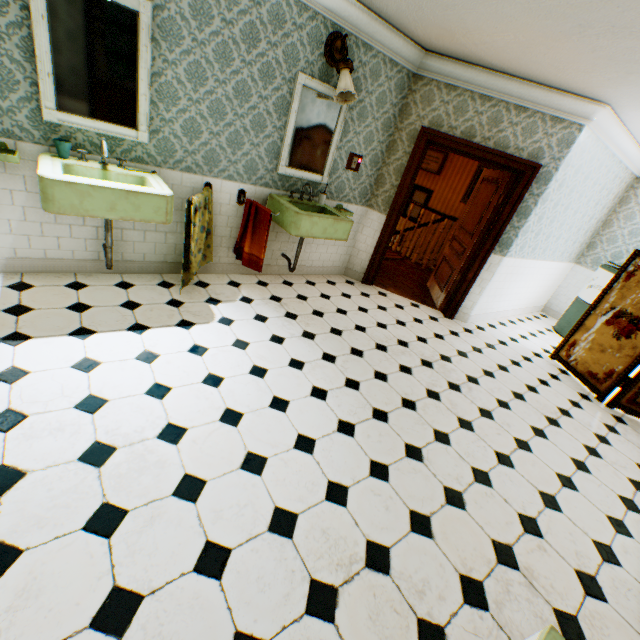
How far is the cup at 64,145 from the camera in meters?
2.6

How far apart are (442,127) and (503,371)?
3.4 meters

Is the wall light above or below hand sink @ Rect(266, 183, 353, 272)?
above

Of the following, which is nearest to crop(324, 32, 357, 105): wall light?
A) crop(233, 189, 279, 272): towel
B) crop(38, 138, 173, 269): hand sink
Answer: crop(233, 189, 279, 272): towel

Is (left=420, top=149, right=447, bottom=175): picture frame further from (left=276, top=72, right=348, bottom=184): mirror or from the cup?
the cup

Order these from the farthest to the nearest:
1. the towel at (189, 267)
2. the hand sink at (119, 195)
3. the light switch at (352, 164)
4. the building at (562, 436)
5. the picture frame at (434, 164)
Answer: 1. the picture frame at (434, 164)
2. the light switch at (352, 164)
3. the towel at (189, 267)
4. the hand sink at (119, 195)
5. the building at (562, 436)

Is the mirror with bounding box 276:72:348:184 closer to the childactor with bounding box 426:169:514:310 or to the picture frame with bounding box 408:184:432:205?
the childactor with bounding box 426:169:514:310

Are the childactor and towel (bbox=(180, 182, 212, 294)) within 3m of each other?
no
